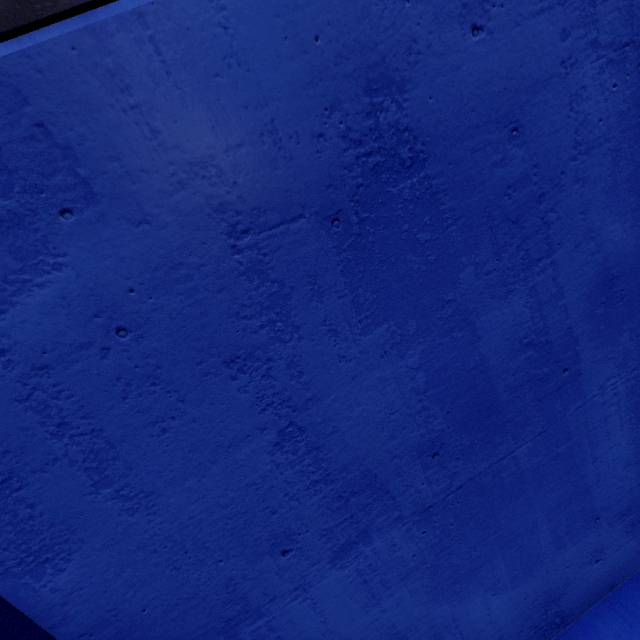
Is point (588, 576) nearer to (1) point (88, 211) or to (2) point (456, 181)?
(2) point (456, 181)
